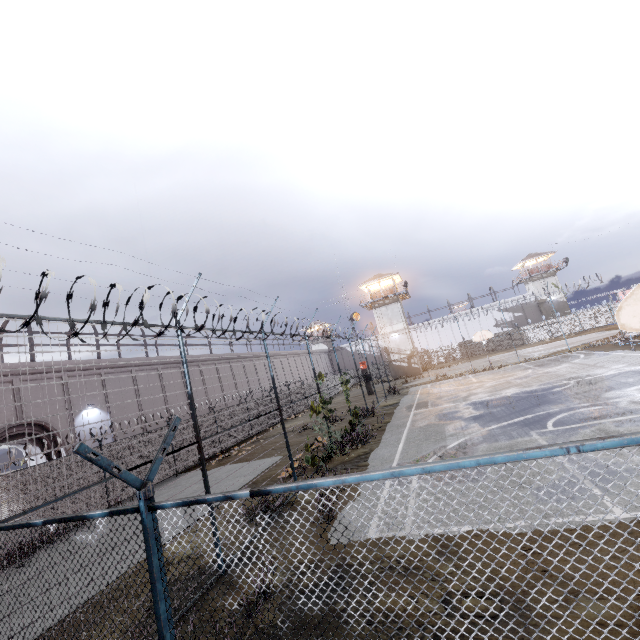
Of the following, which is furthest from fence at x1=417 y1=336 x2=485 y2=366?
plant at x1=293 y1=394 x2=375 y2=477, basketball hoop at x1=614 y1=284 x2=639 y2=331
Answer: basketball hoop at x1=614 y1=284 x2=639 y2=331

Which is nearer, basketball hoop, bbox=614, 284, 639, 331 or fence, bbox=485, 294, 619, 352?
basketball hoop, bbox=614, 284, 639, 331

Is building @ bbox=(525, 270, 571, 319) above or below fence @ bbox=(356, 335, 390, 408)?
above

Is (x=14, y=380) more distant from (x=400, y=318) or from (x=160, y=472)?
(x=400, y=318)

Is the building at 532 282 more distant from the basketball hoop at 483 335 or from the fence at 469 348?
the basketball hoop at 483 335

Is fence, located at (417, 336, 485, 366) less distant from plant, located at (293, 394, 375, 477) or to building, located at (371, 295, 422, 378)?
plant, located at (293, 394, 375, 477)

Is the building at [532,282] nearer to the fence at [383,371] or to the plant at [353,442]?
the fence at [383,371]
